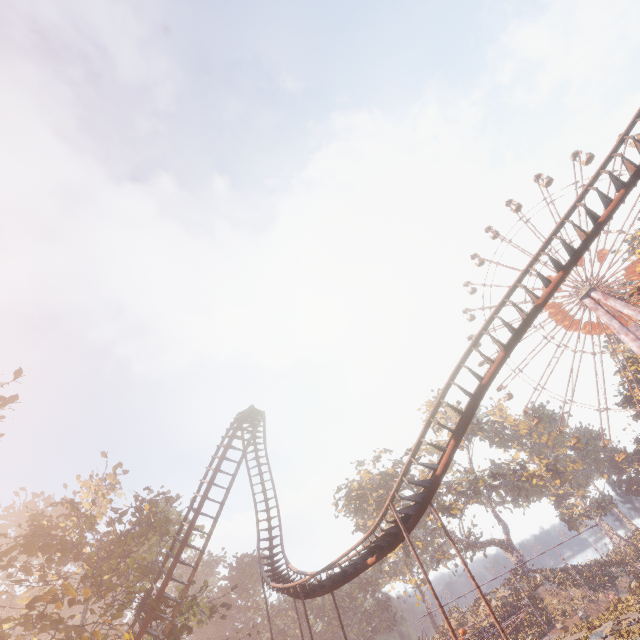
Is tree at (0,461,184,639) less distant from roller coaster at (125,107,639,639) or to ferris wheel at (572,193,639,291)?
roller coaster at (125,107,639,639)

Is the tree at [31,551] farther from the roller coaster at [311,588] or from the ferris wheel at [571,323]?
the ferris wheel at [571,323]

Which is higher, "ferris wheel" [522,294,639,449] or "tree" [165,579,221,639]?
"ferris wheel" [522,294,639,449]

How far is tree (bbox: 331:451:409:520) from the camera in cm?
4794

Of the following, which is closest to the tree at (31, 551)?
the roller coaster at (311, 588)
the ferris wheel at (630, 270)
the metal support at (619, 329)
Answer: the roller coaster at (311, 588)

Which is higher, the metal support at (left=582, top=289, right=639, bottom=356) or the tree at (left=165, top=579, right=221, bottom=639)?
the metal support at (left=582, top=289, right=639, bottom=356)

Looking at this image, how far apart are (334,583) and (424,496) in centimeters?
963cm

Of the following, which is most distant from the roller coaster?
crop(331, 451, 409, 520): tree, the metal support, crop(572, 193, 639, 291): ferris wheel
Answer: the metal support
